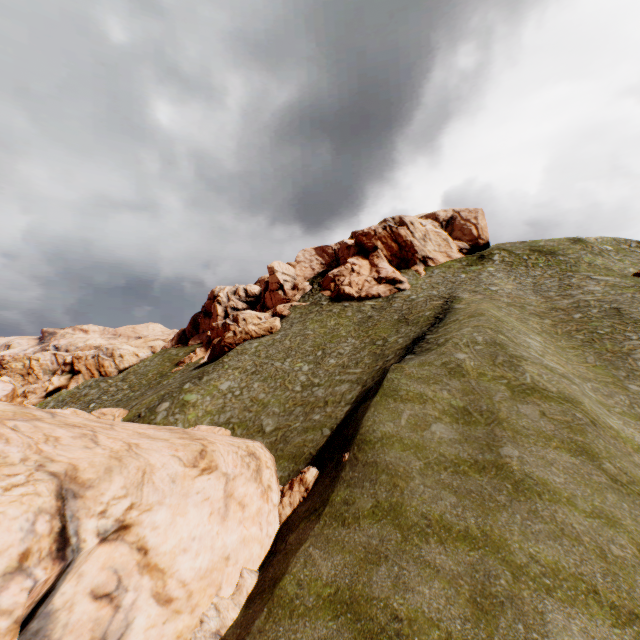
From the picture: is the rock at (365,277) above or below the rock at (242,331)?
above

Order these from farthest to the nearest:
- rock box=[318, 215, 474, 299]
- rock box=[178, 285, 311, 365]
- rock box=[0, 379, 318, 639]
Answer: rock box=[318, 215, 474, 299], rock box=[178, 285, 311, 365], rock box=[0, 379, 318, 639]

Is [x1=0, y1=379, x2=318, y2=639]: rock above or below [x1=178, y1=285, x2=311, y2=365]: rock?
below

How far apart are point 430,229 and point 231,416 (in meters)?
48.94

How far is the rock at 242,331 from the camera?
44.8m

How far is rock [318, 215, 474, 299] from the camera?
50.9m

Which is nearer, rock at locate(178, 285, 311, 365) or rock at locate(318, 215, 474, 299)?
rock at locate(178, 285, 311, 365)
